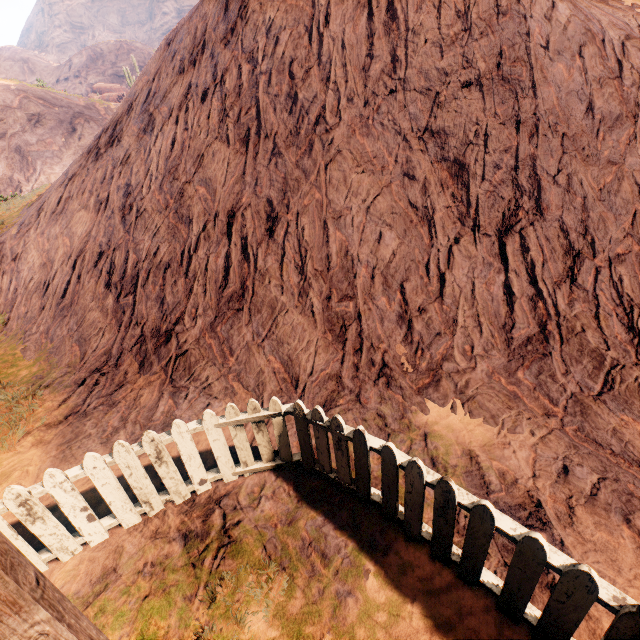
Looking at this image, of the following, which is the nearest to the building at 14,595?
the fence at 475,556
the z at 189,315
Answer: the z at 189,315

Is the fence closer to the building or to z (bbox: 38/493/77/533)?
z (bbox: 38/493/77/533)

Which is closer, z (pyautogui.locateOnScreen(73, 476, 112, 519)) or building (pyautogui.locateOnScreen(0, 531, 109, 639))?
building (pyautogui.locateOnScreen(0, 531, 109, 639))

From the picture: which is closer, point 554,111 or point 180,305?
point 554,111

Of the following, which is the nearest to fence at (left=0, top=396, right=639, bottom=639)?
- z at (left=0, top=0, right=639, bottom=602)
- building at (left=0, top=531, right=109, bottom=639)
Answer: z at (left=0, top=0, right=639, bottom=602)

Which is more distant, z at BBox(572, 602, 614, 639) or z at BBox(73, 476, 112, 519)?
z at BBox(73, 476, 112, 519)

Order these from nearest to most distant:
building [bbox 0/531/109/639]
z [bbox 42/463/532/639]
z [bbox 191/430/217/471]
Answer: building [bbox 0/531/109/639]
z [bbox 42/463/532/639]
z [bbox 191/430/217/471]
